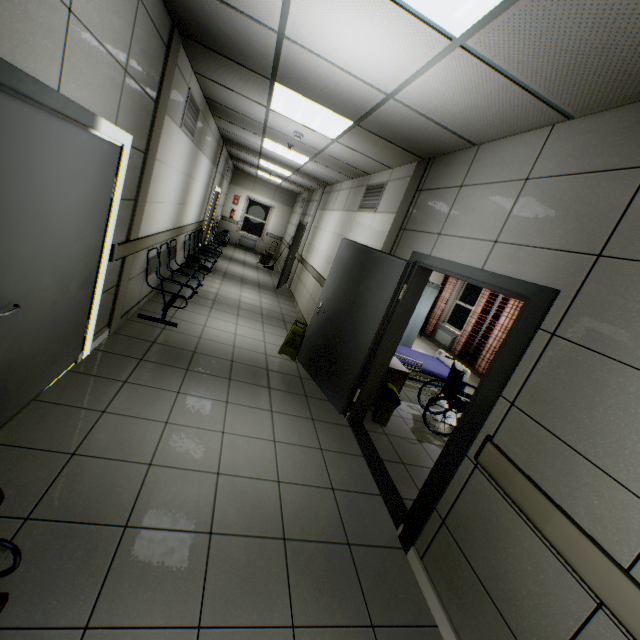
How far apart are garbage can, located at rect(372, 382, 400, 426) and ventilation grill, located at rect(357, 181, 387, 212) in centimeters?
273cm

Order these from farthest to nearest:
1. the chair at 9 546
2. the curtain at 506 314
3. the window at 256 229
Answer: the window at 256 229, the curtain at 506 314, the chair at 9 546

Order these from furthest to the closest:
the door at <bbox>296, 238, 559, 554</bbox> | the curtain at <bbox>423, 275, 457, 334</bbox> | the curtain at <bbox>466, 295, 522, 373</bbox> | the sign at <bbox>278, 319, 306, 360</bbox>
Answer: Answer:
1. the curtain at <bbox>423, 275, 457, 334</bbox>
2. the curtain at <bbox>466, 295, 522, 373</bbox>
3. the sign at <bbox>278, 319, 306, 360</bbox>
4. the door at <bbox>296, 238, 559, 554</bbox>

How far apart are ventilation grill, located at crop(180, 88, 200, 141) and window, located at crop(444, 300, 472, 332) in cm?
842

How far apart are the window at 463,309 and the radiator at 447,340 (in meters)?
0.16

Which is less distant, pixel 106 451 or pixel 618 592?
pixel 618 592

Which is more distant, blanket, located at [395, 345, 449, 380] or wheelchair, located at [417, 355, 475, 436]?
blanket, located at [395, 345, 449, 380]

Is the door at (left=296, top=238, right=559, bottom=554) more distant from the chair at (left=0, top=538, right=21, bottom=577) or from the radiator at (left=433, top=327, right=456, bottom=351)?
the radiator at (left=433, top=327, right=456, bottom=351)
